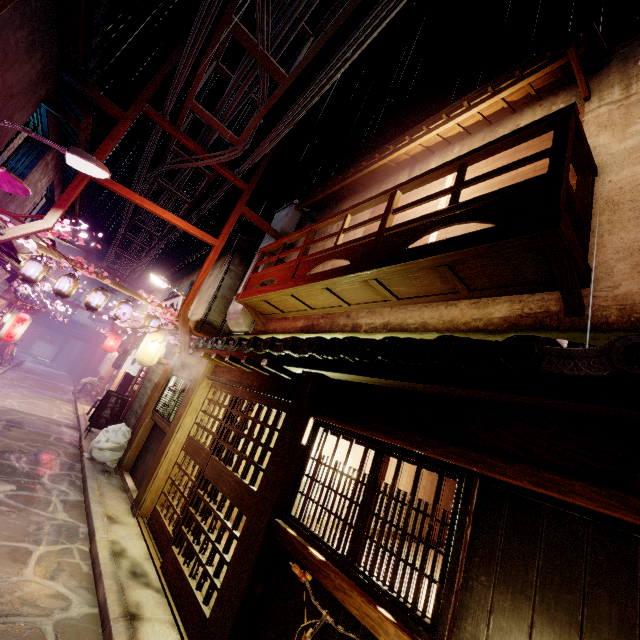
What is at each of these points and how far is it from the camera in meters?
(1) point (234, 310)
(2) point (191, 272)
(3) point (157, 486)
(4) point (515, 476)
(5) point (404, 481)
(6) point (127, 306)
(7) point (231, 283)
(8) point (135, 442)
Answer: (1) vent, 16.7 m
(2) house, 27.4 m
(3) door frame, 11.3 m
(4) wood bar, 3.8 m
(5) building, 9.3 m
(6) lantern, 18.1 m
(7) house, 19.9 m
(8) wood pole, 14.7 m

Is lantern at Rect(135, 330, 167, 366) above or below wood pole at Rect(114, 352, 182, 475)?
above

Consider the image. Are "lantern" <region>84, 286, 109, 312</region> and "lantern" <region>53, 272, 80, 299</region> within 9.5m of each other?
yes

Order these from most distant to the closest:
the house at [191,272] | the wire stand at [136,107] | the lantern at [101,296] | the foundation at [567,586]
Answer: the house at [191,272], the lantern at [101,296], the wire stand at [136,107], the foundation at [567,586]

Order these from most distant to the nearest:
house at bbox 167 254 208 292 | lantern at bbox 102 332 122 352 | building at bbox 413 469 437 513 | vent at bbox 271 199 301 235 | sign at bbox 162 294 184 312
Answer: lantern at bbox 102 332 122 352, house at bbox 167 254 208 292, sign at bbox 162 294 184 312, vent at bbox 271 199 301 235, building at bbox 413 469 437 513

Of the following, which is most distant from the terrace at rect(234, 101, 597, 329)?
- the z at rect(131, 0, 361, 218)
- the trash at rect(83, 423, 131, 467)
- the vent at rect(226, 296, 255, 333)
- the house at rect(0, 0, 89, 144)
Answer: the house at rect(0, 0, 89, 144)

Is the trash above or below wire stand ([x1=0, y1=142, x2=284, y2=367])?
below

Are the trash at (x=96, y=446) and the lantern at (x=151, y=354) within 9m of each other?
yes
